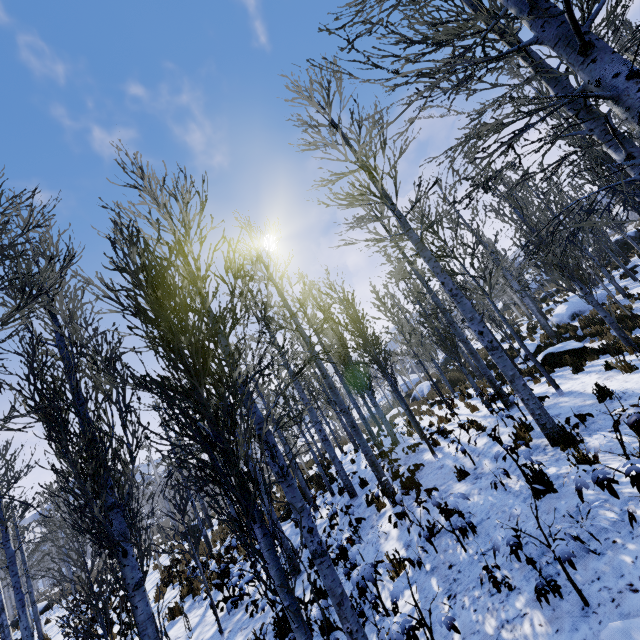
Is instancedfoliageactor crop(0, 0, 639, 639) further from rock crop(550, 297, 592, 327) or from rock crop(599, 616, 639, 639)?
rock crop(599, 616, 639, 639)

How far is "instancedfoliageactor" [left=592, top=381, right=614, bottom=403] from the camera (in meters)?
6.30

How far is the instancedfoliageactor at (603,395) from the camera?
6.3m

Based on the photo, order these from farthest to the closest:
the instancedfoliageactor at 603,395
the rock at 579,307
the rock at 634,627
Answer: the rock at 579,307, the instancedfoliageactor at 603,395, the rock at 634,627

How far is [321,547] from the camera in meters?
3.6 m

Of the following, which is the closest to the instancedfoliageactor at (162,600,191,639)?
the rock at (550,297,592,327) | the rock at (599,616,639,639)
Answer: the rock at (550,297,592,327)
